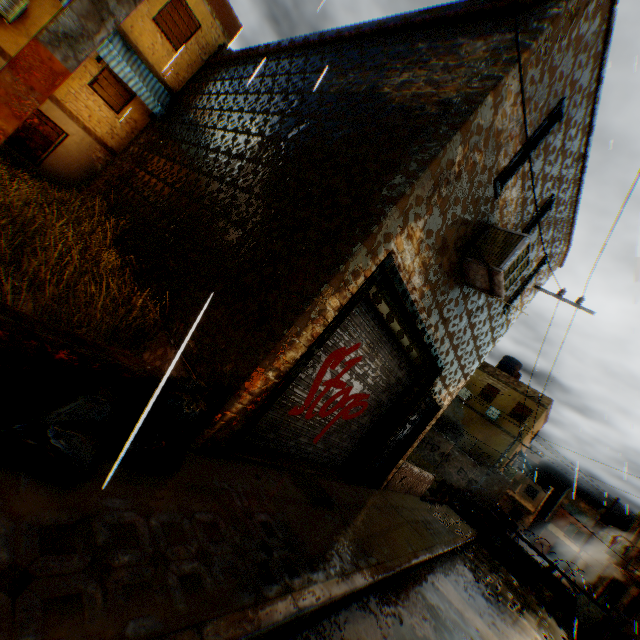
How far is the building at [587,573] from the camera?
31.75m

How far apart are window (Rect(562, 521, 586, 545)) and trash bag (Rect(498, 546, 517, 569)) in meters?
49.1

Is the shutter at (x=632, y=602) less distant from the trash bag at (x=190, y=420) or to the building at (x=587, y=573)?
the building at (x=587, y=573)

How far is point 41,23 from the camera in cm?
975

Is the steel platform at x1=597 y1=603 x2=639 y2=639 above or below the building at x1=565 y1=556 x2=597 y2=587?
below

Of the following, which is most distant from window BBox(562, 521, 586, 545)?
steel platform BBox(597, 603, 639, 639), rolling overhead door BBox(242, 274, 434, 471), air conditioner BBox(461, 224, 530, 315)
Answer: air conditioner BBox(461, 224, 530, 315)

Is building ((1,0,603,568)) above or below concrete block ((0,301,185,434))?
above

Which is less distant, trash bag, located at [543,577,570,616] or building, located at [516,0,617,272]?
building, located at [516,0,617,272]
